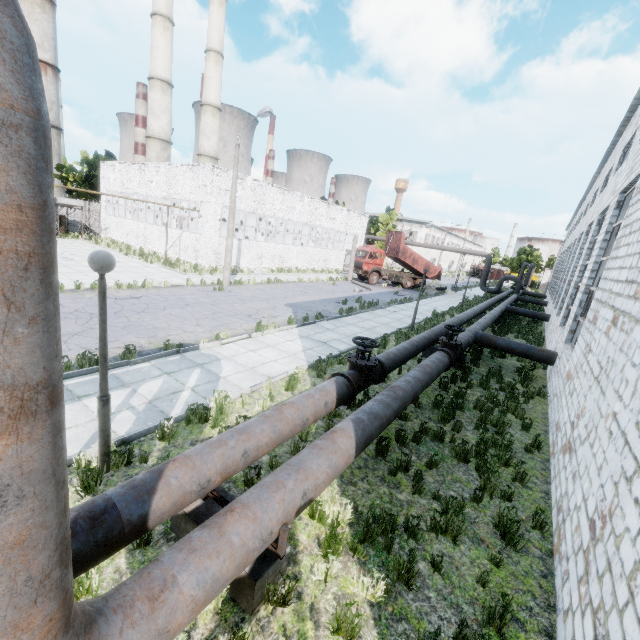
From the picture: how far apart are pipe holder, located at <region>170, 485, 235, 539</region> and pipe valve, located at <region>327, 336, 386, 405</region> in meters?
3.0

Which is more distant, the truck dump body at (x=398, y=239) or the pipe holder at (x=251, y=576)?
the truck dump body at (x=398, y=239)

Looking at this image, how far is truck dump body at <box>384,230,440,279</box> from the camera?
33.5m

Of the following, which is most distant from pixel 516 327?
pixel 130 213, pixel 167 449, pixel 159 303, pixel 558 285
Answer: pixel 130 213

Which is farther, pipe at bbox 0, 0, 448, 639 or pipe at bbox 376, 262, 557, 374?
pipe at bbox 376, 262, 557, 374

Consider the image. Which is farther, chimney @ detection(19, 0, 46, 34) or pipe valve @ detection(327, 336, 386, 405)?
chimney @ detection(19, 0, 46, 34)

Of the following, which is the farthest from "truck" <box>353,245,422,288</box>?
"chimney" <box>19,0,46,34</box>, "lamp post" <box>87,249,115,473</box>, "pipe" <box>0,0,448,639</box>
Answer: "chimney" <box>19,0,46,34</box>

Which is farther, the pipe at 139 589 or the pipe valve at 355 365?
the pipe valve at 355 365
